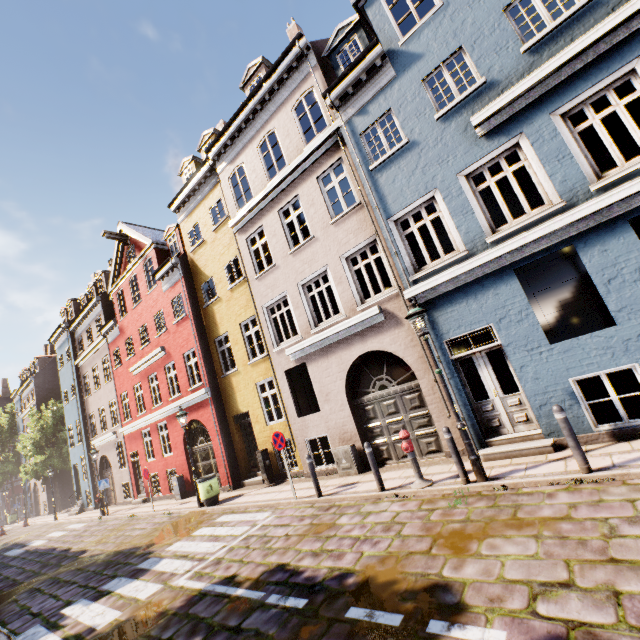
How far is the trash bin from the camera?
11.8 meters

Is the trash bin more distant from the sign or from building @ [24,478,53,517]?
the sign

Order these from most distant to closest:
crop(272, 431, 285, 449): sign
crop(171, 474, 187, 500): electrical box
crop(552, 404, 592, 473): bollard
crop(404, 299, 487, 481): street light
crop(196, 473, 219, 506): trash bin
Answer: crop(171, 474, 187, 500): electrical box < crop(196, 473, 219, 506): trash bin < crop(272, 431, 285, 449): sign < crop(404, 299, 487, 481): street light < crop(552, 404, 592, 473): bollard

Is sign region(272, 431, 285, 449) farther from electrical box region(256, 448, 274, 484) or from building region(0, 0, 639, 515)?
electrical box region(256, 448, 274, 484)

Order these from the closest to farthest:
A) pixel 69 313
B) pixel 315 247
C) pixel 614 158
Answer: pixel 614 158 < pixel 315 247 < pixel 69 313

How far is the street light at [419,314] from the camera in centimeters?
628cm

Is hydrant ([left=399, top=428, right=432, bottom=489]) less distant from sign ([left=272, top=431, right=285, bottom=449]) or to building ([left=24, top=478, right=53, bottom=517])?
building ([left=24, top=478, right=53, bottom=517])

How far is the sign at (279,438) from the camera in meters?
9.3 m
